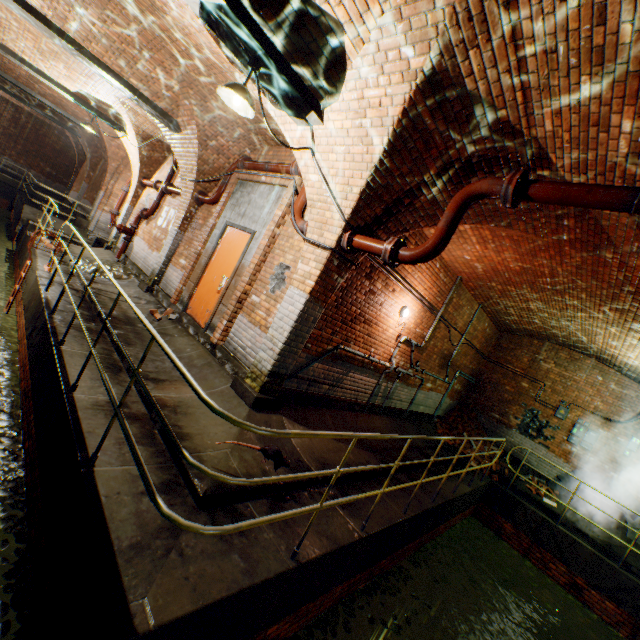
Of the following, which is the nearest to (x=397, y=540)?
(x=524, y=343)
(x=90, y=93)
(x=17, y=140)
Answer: (x=524, y=343)

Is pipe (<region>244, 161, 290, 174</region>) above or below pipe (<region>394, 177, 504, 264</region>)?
above

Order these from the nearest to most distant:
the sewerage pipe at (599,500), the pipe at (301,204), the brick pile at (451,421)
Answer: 1. the pipe at (301,204)
2. the sewerage pipe at (599,500)
3. the brick pile at (451,421)

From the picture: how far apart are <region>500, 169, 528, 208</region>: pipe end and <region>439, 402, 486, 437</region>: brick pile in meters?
9.0

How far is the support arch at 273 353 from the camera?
4.70m

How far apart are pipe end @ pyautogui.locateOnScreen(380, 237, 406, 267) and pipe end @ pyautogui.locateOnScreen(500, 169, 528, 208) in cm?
111

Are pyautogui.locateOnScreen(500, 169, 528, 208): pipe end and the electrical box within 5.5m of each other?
no

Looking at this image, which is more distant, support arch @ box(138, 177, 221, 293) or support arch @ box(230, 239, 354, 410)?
support arch @ box(138, 177, 221, 293)
